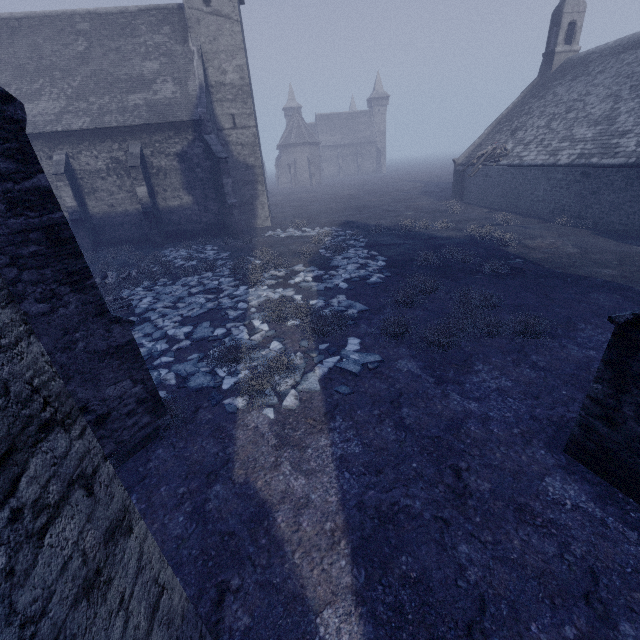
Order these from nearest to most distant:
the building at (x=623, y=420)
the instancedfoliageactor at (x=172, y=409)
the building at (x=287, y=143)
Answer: the building at (x=623, y=420) → the instancedfoliageactor at (x=172, y=409) → the building at (x=287, y=143)

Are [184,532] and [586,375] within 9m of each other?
yes

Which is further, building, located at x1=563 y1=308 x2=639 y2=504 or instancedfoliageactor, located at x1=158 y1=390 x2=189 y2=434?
instancedfoliageactor, located at x1=158 y1=390 x2=189 y2=434

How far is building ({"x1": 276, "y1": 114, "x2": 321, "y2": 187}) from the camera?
57.3m

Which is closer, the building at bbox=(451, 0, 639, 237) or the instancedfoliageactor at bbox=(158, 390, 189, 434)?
the instancedfoliageactor at bbox=(158, 390, 189, 434)

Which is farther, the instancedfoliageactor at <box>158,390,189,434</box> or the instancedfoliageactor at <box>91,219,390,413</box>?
the instancedfoliageactor at <box>91,219,390,413</box>

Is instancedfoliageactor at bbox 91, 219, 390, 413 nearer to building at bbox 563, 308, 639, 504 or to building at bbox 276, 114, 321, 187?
building at bbox 563, 308, 639, 504

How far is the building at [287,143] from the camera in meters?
57.3 m
